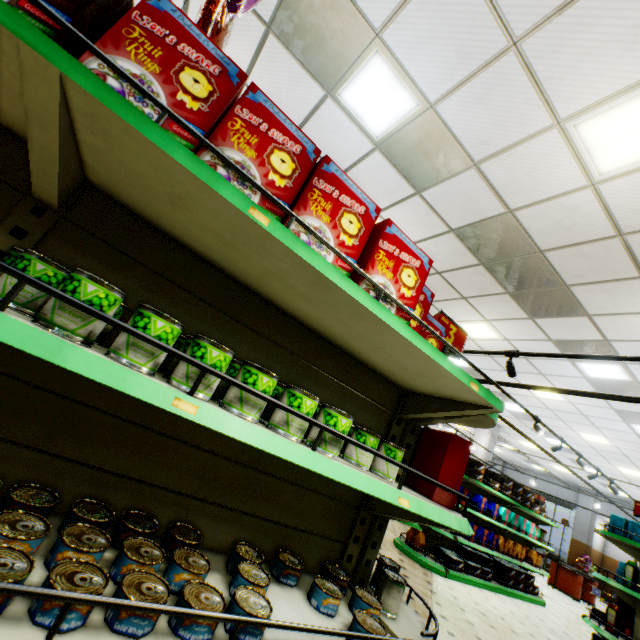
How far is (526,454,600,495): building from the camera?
16.5 meters

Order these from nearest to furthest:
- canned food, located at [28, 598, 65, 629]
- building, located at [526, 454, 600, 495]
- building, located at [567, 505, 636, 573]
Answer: canned food, located at [28, 598, 65, 629] < building, located at [526, 454, 600, 495] < building, located at [567, 505, 636, 573]

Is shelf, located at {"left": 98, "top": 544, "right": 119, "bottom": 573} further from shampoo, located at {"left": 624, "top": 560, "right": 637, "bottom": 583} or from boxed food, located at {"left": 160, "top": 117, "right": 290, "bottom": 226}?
shampoo, located at {"left": 624, "top": 560, "right": 637, "bottom": 583}

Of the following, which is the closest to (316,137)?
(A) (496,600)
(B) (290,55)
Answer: (B) (290,55)

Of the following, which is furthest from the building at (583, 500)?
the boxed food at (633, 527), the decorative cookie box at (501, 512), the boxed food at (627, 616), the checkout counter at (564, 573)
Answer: the boxed food at (633, 527)

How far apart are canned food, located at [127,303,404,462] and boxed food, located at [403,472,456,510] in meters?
0.8 m

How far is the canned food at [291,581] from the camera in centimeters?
146cm
